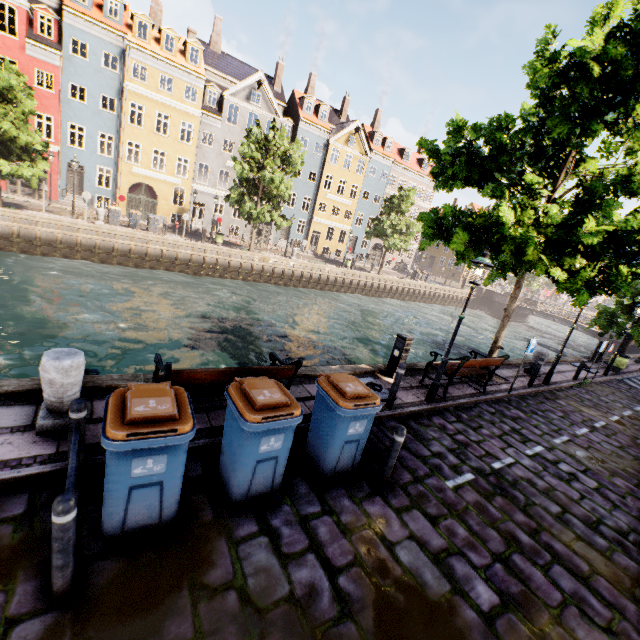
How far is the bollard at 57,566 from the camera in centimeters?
256cm

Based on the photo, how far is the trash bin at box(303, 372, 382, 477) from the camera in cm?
463

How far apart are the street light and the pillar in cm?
717

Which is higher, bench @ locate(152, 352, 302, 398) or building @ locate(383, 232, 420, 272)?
building @ locate(383, 232, 420, 272)

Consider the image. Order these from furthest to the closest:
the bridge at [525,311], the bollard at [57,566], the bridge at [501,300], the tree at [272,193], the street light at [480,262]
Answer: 1. the bridge at [501,300]
2. the bridge at [525,311]
3. the tree at [272,193]
4. the street light at [480,262]
5. the bollard at [57,566]

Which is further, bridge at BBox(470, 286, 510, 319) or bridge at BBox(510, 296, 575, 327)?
bridge at BBox(470, 286, 510, 319)

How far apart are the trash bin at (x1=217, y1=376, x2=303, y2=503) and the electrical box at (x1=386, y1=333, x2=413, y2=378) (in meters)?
4.98

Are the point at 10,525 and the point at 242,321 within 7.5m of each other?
no
